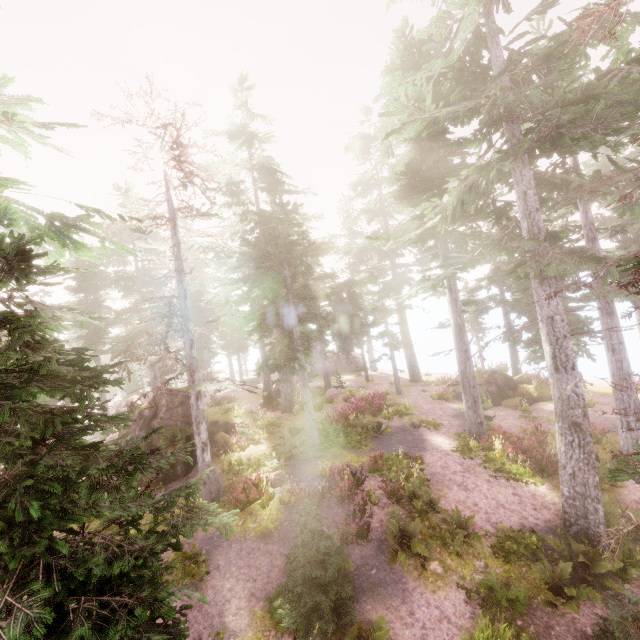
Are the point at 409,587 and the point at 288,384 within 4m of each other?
no

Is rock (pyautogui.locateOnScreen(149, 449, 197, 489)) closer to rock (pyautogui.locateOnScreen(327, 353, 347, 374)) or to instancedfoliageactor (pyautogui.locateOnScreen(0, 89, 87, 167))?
instancedfoliageactor (pyautogui.locateOnScreen(0, 89, 87, 167))

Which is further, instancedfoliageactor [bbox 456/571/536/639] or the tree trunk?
the tree trunk

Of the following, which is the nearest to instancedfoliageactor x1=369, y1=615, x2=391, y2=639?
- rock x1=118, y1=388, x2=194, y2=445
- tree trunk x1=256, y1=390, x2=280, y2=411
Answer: rock x1=118, y1=388, x2=194, y2=445

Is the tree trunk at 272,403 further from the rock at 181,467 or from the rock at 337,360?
the rock at 337,360

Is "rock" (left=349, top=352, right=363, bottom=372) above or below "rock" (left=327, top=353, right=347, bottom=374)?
below

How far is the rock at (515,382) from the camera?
22.5m

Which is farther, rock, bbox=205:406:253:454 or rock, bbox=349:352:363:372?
rock, bbox=349:352:363:372
